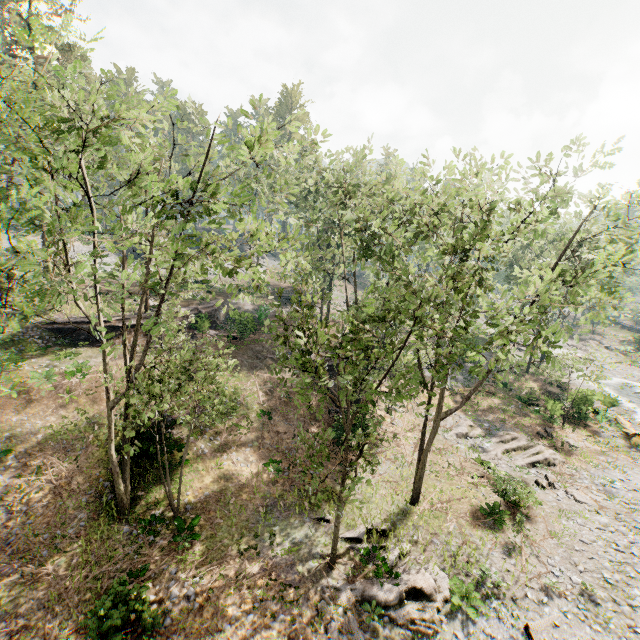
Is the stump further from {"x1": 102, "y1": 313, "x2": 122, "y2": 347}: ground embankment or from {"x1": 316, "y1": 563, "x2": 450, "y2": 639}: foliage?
{"x1": 102, "y1": 313, "x2": 122, "y2": 347}: ground embankment

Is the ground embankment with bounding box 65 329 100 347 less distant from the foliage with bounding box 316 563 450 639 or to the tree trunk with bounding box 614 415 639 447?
the foliage with bounding box 316 563 450 639

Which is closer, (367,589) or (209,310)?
(367,589)

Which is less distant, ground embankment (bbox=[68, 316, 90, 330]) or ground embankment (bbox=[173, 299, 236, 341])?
ground embankment (bbox=[68, 316, 90, 330])

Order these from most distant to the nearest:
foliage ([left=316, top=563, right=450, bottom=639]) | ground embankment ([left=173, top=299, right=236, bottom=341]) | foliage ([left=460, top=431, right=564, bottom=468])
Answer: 1. ground embankment ([left=173, top=299, right=236, bottom=341])
2. foliage ([left=460, top=431, right=564, bottom=468])
3. foliage ([left=316, top=563, right=450, bottom=639])

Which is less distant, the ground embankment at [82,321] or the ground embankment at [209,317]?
the ground embankment at [82,321]

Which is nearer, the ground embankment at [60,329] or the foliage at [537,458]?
the foliage at [537,458]
